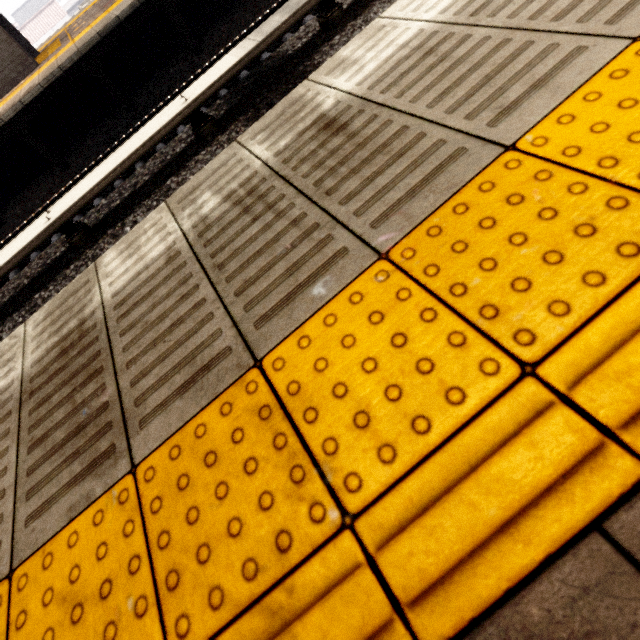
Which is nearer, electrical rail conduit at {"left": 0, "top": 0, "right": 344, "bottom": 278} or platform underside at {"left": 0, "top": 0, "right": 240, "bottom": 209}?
electrical rail conduit at {"left": 0, "top": 0, "right": 344, "bottom": 278}

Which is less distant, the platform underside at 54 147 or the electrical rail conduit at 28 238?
the electrical rail conduit at 28 238

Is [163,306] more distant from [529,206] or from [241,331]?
[529,206]
